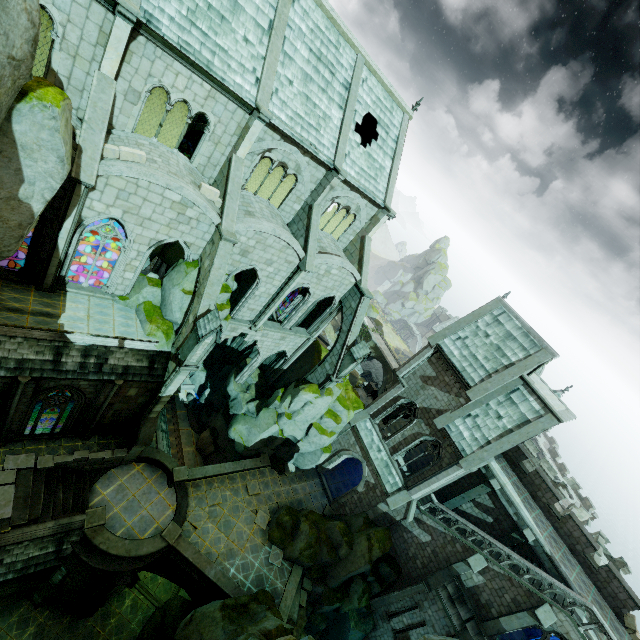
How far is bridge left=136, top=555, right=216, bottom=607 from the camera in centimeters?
1898cm

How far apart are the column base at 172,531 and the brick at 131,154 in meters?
19.6

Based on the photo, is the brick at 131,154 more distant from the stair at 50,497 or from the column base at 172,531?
the column base at 172,531

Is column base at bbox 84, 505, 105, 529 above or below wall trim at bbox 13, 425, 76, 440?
below

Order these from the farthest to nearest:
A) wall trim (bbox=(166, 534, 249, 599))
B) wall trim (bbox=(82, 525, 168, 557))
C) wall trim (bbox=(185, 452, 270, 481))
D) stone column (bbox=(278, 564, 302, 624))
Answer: wall trim (bbox=(185, 452, 270, 481))
stone column (bbox=(278, 564, 302, 624))
wall trim (bbox=(166, 534, 249, 599))
wall trim (bbox=(82, 525, 168, 557))

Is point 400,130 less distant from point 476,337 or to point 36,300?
point 476,337

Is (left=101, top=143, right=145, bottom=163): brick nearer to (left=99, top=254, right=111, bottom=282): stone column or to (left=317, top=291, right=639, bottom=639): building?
(left=317, top=291, right=639, bottom=639): building

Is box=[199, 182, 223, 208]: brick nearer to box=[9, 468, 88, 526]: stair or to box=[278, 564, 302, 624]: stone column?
box=[9, 468, 88, 526]: stair
